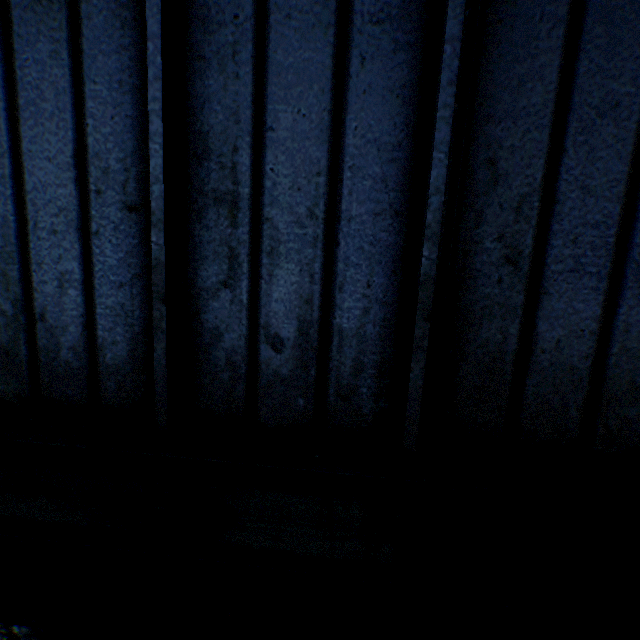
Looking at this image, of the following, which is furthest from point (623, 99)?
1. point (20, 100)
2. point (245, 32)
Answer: Answer: point (20, 100)
